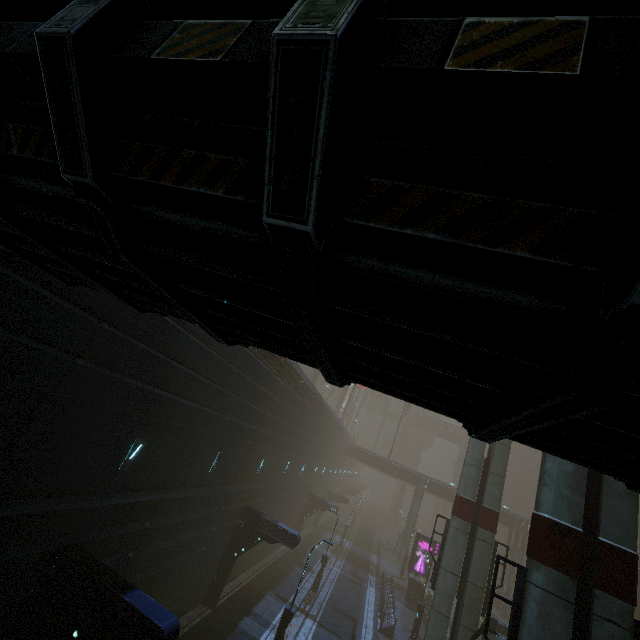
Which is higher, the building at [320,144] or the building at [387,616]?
the building at [320,144]

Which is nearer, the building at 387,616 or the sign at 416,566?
the building at 387,616

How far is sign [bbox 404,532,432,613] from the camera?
29.41m

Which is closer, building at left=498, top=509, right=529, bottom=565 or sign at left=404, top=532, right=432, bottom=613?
sign at left=404, top=532, right=432, bottom=613

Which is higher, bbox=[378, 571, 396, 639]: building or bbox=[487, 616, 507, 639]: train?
bbox=[487, 616, 507, 639]: train

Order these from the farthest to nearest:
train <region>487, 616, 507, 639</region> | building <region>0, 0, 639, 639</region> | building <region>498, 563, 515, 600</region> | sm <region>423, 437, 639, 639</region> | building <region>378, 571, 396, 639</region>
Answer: building <region>498, 563, 515, 600</region>, building <region>378, 571, 396, 639</region>, train <region>487, 616, 507, 639</region>, sm <region>423, 437, 639, 639</region>, building <region>0, 0, 639, 639</region>

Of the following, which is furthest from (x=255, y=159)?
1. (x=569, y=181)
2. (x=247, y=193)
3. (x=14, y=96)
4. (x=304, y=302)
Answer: (x=14, y=96)

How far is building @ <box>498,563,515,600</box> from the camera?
41.4 meters
